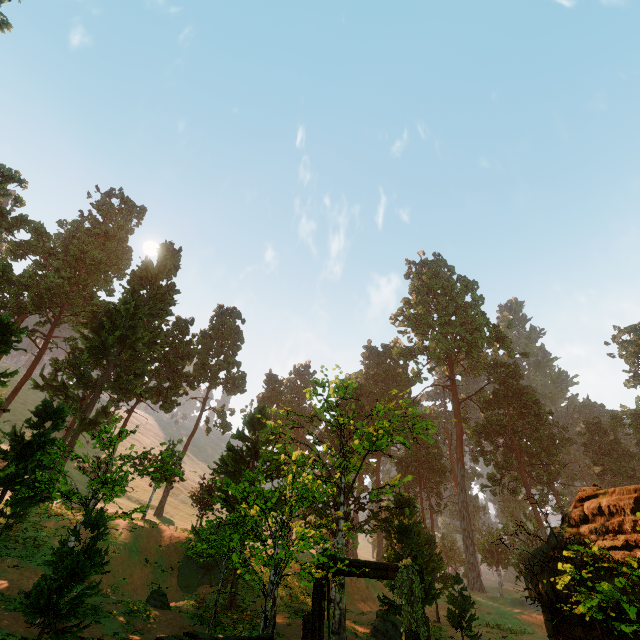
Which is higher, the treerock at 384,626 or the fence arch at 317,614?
the fence arch at 317,614

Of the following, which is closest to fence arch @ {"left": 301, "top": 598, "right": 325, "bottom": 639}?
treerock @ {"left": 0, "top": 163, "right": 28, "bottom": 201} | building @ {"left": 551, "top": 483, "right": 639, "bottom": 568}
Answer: building @ {"left": 551, "top": 483, "right": 639, "bottom": 568}

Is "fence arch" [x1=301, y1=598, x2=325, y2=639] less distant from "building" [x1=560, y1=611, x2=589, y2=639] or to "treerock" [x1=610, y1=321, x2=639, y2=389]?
"building" [x1=560, y1=611, x2=589, y2=639]

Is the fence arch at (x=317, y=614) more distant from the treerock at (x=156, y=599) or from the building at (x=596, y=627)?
the treerock at (x=156, y=599)

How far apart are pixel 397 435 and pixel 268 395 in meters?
22.7
